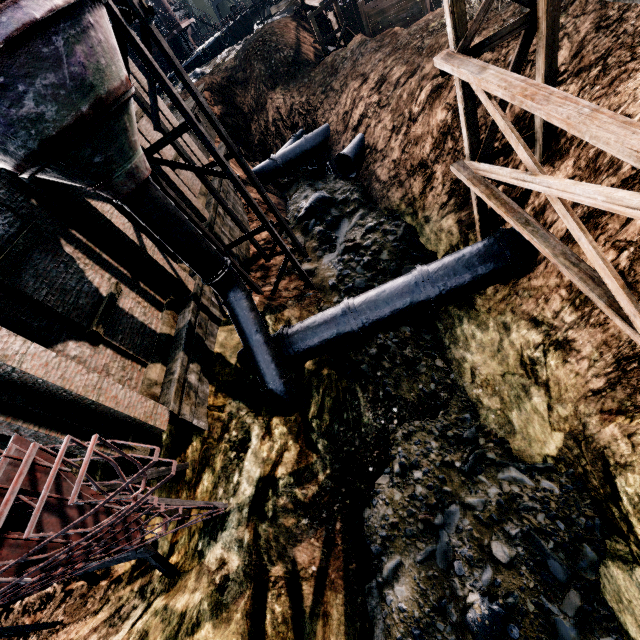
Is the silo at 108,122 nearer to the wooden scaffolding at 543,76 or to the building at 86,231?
the building at 86,231

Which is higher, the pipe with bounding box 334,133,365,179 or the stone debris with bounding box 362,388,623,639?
the pipe with bounding box 334,133,365,179

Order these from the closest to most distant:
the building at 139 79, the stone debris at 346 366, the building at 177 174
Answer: the stone debris at 346 366
the building at 177 174
the building at 139 79

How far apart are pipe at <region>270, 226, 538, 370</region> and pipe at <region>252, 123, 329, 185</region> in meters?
16.6 m

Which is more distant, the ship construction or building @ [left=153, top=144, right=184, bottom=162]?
building @ [left=153, top=144, right=184, bottom=162]

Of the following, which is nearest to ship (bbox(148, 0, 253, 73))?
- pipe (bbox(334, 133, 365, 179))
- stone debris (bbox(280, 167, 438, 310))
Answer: stone debris (bbox(280, 167, 438, 310))

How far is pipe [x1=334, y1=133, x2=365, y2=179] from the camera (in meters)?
19.86

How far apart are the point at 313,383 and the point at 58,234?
10.1m
